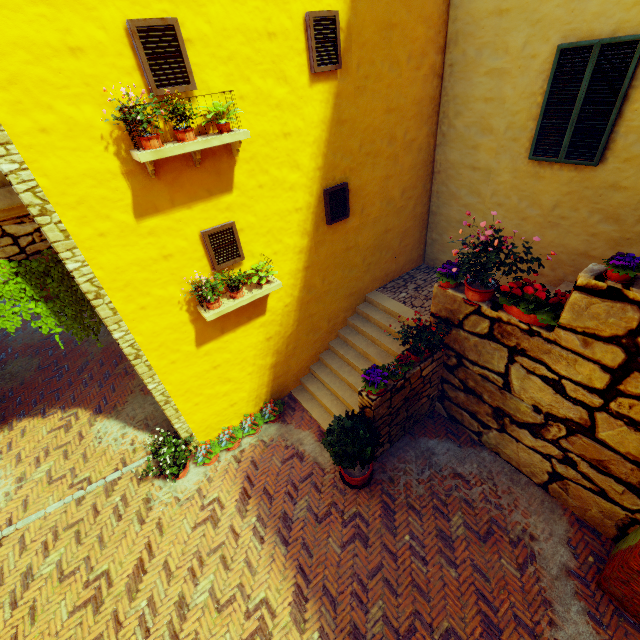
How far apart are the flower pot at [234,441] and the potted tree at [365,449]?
2.0 meters

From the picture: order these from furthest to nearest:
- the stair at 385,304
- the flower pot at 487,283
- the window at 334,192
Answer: the stair at 385,304 → the window at 334,192 → the flower pot at 487,283

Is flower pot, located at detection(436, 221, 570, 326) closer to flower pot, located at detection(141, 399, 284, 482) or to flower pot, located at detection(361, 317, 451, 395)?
flower pot, located at detection(361, 317, 451, 395)

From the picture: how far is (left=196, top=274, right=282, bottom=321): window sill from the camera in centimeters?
549cm

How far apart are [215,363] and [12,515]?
4.81m

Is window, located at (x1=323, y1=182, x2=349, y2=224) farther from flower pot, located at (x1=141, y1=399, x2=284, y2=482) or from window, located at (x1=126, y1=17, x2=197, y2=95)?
flower pot, located at (x1=141, y1=399, x2=284, y2=482)

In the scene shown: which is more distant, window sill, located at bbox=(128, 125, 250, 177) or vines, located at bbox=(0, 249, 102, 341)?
vines, located at bbox=(0, 249, 102, 341)

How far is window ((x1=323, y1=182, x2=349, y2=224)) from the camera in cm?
627
